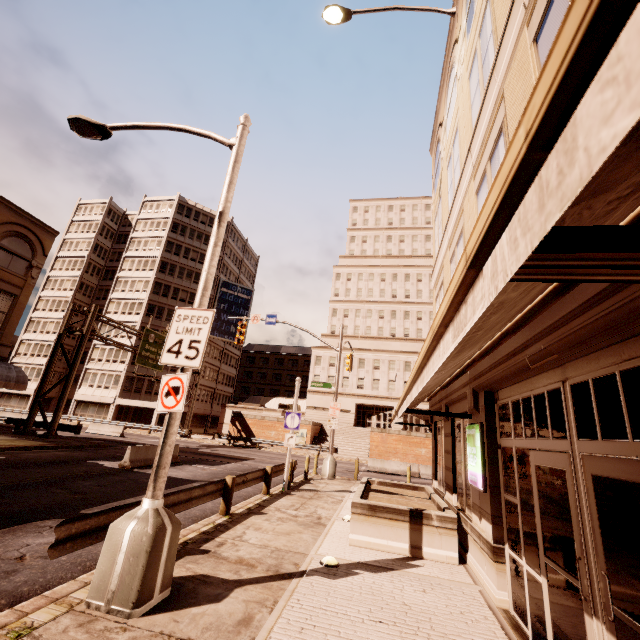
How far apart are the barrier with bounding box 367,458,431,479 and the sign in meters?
19.7 m

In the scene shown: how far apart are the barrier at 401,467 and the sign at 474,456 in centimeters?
1969cm

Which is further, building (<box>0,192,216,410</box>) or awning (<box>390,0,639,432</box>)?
building (<box>0,192,216,410</box>)

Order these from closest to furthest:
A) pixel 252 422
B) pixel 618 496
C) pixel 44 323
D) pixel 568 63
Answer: pixel 568 63
pixel 618 496
pixel 252 422
pixel 44 323

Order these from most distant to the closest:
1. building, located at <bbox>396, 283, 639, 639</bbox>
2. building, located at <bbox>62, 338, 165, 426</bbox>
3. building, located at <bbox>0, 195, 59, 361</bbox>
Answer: building, located at <bbox>62, 338, 165, 426</bbox> → building, located at <bbox>0, 195, 59, 361</bbox> → building, located at <bbox>396, 283, 639, 639</bbox>

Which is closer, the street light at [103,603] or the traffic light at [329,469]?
the street light at [103,603]

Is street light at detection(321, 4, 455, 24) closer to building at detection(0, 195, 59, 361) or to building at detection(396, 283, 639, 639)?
building at detection(396, 283, 639, 639)
